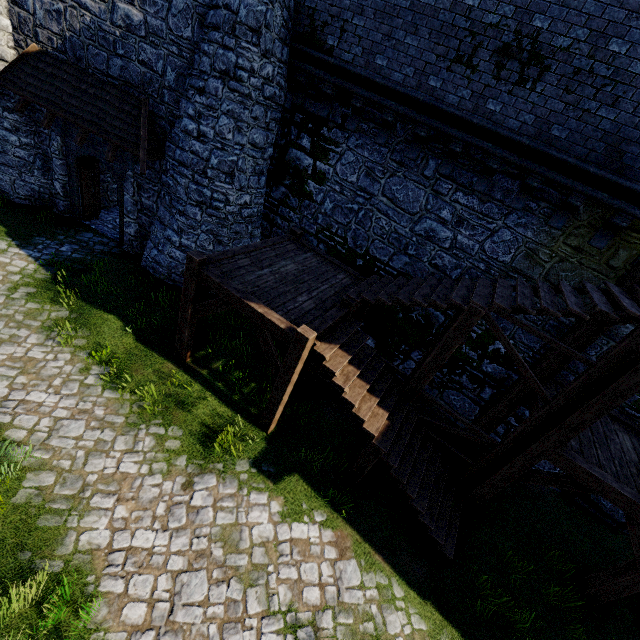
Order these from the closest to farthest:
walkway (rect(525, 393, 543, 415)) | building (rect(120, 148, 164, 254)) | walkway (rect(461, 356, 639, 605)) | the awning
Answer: walkway (rect(461, 356, 639, 605)) < walkway (rect(525, 393, 543, 415)) < the awning < building (rect(120, 148, 164, 254))

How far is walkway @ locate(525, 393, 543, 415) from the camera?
7.4m

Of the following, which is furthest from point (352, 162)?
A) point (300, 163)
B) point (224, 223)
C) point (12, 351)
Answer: point (12, 351)

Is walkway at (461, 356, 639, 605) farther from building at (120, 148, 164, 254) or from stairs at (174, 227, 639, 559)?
building at (120, 148, 164, 254)

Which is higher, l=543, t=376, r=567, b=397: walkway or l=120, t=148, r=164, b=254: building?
l=543, t=376, r=567, b=397: walkway

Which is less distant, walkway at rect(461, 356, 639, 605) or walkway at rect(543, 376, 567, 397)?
walkway at rect(461, 356, 639, 605)

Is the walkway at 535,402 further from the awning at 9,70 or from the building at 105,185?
the awning at 9,70
